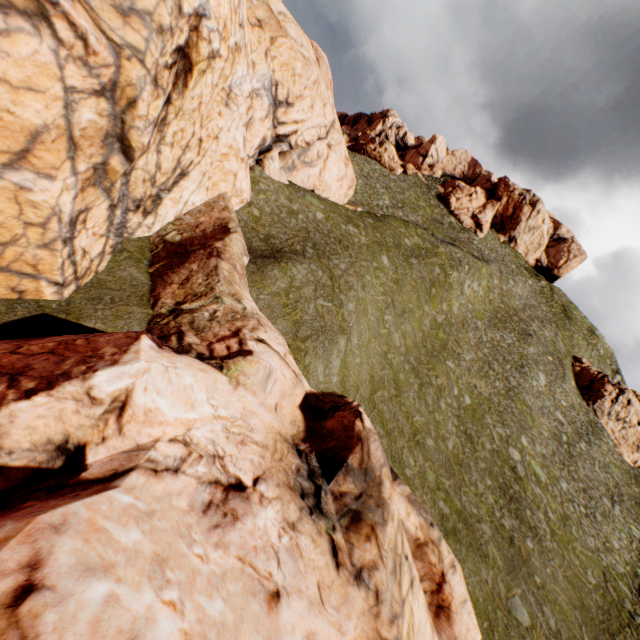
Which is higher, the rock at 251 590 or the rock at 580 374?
the rock at 580 374

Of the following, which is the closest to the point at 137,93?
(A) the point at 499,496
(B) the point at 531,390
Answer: (A) the point at 499,496

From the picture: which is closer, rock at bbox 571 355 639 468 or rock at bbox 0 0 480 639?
rock at bbox 0 0 480 639

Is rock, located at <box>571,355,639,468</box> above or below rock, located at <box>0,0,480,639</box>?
above

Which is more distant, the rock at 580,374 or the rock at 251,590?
the rock at 580,374
